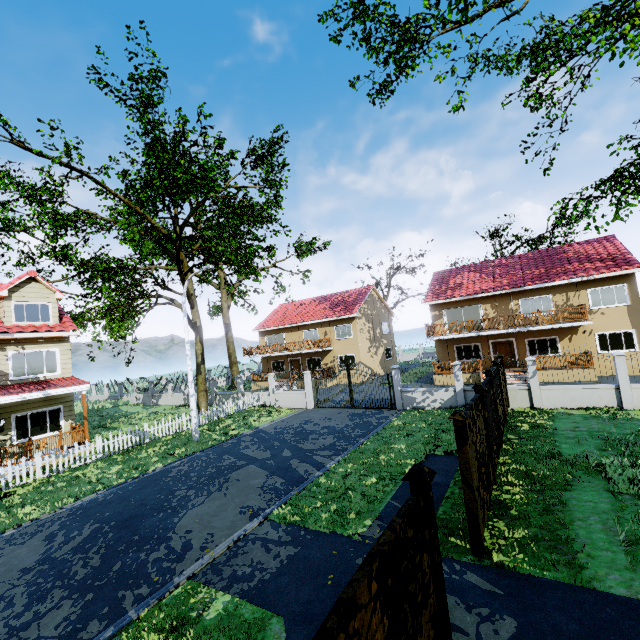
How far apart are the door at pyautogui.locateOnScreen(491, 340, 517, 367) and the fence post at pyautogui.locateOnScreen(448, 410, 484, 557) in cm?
2149

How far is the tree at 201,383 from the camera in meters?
A: 22.7 m

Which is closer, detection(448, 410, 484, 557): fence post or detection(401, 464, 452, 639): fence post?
detection(401, 464, 452, 639): fence post

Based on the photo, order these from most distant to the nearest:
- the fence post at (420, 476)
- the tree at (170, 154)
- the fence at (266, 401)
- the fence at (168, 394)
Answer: the fence at (168, 394), the fence at (266, 401), the tree at (170, 154), the fence post at (420, 476)

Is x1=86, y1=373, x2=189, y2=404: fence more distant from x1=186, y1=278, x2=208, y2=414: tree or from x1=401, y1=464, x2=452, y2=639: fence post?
x1=186, y1=278, x2=208, y2=414: tree

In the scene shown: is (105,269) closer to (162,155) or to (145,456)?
(162,155)

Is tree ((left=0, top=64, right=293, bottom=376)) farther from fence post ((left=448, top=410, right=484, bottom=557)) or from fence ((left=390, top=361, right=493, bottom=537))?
fence post ((left=448, top=410, right=484, bottom=557))

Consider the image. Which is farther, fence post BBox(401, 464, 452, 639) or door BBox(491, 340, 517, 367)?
door BBox(491, 340, 517, 367)
